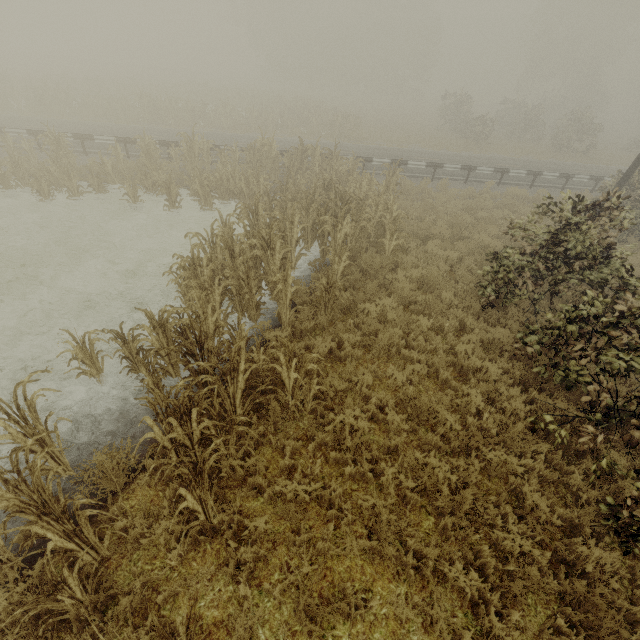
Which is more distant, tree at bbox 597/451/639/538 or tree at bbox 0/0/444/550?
tree at bbox 0/0/444/550

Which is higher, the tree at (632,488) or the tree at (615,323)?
the tree at (615,323)

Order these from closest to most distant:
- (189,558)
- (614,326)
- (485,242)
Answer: (189,558)
(614,326)
(485,242)

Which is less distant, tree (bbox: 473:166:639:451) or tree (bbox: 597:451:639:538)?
tree (bbox: 597:451:639:538)

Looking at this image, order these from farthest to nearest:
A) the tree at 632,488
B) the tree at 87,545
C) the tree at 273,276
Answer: the tree at 273,276
the tree at 632,488
the tree at 87,545

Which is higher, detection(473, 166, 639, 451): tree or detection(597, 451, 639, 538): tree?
detection(473, 166, 639, 451): tree

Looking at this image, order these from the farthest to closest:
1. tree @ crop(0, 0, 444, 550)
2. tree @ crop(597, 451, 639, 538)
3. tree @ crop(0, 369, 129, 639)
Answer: tree @ crop(0, 0, 444, 550), tree @ crop(597, 451, 639, 538), tree @ crop(0, 369, 129, 639)
